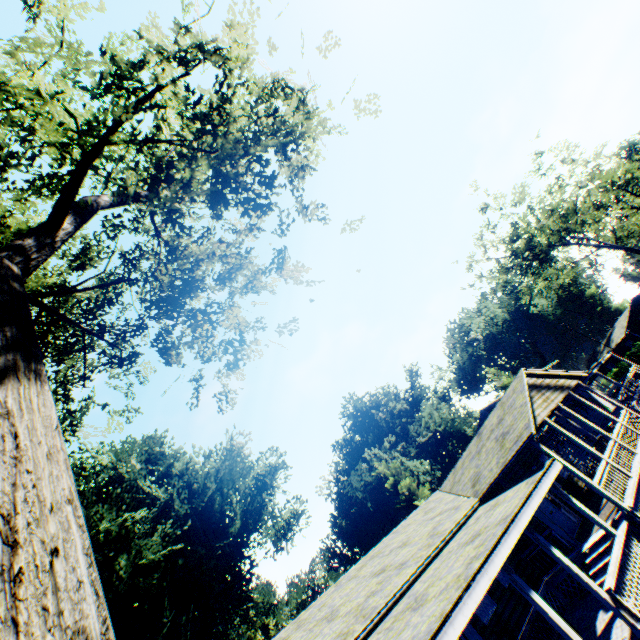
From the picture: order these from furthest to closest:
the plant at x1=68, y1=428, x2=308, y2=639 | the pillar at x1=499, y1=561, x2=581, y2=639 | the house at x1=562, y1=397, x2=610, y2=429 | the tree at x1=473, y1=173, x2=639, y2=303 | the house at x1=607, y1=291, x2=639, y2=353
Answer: the house at x1=607, y1=291, x2=639, y2=353 → the tree at x1=473, y1=173, x2=639, y2=303 → the house at x1=562, y1=397, x2=610, y2=429 → the plant at x1=68, y1=428, x2=308, y2=639 → the pillar at x1=499, y1=561, x2=581, y2=639

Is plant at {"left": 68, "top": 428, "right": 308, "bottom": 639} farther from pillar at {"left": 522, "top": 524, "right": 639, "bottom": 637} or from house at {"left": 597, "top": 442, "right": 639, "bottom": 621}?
pillar at {"left": 522, "top": 524, "right": 639, "bottom": 637}

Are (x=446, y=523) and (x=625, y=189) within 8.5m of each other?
no

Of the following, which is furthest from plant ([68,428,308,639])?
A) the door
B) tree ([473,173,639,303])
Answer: tree ([473,173,639,303])

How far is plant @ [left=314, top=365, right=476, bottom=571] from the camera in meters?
42.7 m

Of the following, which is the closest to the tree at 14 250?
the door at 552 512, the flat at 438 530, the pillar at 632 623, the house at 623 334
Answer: the flat at 438 530

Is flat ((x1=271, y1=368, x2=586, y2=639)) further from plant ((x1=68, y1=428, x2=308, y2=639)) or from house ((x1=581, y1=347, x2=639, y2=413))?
plant ((x1=68, y1=428, x2=308, y2=639))

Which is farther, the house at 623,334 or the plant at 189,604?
the house at 623,334
